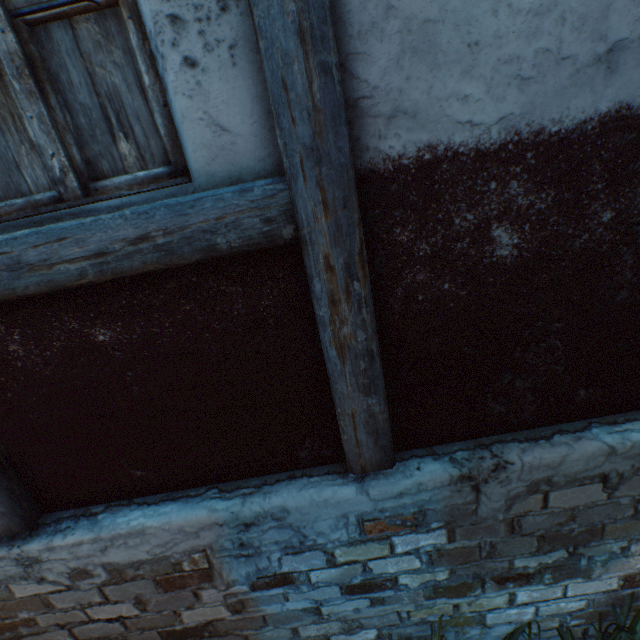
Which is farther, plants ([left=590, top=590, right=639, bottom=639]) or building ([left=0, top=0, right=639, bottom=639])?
plants ([left=590, top=590, right=639, bottom=639])

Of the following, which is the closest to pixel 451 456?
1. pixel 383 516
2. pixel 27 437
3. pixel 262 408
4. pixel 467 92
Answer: pixel 383 516

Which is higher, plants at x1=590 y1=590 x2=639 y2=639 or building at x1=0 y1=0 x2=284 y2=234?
building at x1=0 y1=0 x2=284 y2=234

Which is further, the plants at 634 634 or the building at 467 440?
the plants at 634 634

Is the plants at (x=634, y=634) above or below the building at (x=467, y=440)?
below
